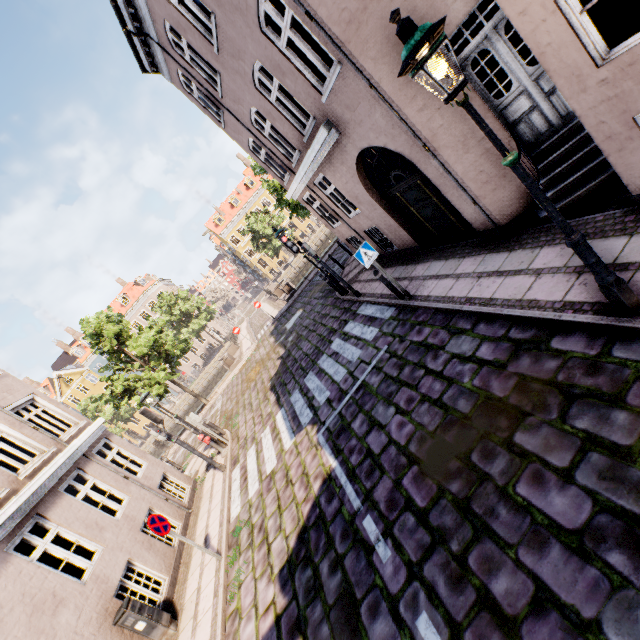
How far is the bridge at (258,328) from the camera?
26.0 meters

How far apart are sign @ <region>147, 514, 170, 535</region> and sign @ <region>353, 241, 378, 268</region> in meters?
7.4

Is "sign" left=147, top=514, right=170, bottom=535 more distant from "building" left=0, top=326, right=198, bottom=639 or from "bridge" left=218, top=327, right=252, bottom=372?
"bridge" left=218, top=327, right=252, bottom=372

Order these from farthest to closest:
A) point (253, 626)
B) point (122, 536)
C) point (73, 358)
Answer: point (73, 358) < point (122, 536) < point (253, 626)

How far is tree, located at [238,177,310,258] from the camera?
22.5m

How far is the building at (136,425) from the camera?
50.2 meters

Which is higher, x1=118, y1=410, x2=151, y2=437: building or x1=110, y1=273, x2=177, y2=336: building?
x1=110, y1=273, x2=177, y2=336: building

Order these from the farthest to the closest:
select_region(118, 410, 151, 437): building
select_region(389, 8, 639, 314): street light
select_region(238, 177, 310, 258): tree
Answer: select_region(118, 410, 151, 437): building < select_region(238, 177, 310, 258): tree < select_region(389, 8, 639, 314): street light
